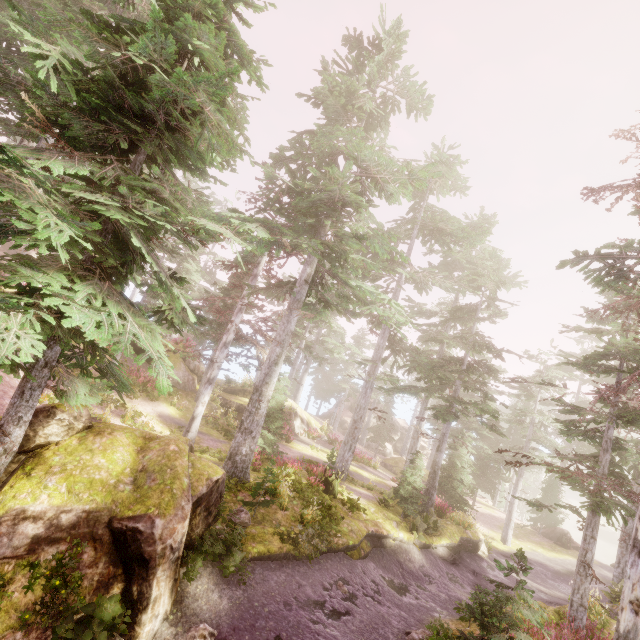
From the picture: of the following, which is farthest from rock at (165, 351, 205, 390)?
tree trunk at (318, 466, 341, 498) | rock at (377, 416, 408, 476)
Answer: rock at (377, 416, 408, 476)

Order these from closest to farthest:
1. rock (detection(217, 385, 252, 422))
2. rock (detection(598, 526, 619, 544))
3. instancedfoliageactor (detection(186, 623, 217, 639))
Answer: instancedfoliageactor (detection(186, 623, 217, 639))
rock (detection(217, 385, 252, 422))
rock (detection(598, 526, 619, 544))

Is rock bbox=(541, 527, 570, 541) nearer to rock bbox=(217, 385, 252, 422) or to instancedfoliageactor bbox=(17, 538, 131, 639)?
instancedfoliageactor bbox=(17, 538, 131, 639)

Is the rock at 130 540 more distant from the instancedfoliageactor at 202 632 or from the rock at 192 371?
the rock at 192 371

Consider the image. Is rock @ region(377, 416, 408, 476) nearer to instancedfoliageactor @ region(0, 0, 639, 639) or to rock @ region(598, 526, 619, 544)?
instancedfoliageactor @ region(0, 0, 639, 639)

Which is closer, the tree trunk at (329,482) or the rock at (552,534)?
the tree trunk at (329,482)

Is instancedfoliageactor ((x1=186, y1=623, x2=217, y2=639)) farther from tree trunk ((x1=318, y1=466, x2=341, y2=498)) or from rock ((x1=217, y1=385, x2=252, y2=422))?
rock ((x1=217, y1=385, x2=252, y2=422))

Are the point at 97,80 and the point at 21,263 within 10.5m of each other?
yes
